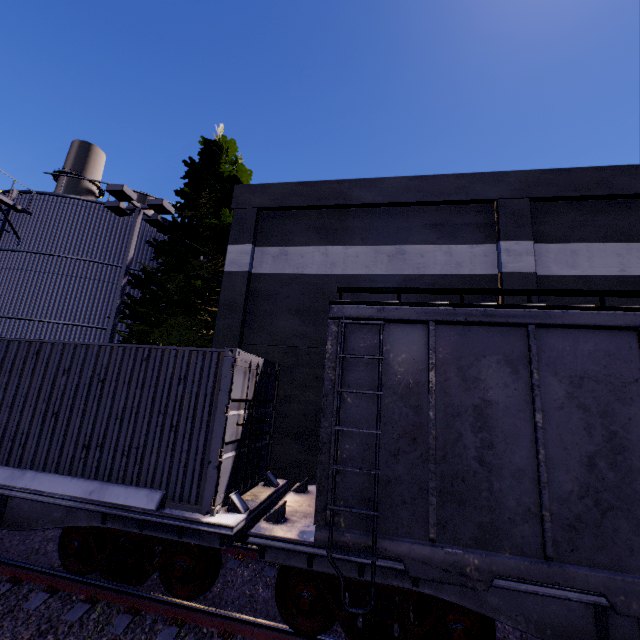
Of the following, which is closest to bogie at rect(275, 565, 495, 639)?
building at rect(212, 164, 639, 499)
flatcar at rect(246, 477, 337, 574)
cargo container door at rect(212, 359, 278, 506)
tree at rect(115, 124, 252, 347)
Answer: flatcar at rect(246, 477, 337, 574)

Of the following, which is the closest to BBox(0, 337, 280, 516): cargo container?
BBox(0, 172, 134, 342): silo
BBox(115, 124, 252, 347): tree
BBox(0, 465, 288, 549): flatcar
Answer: BBox(0, 465, 288, 549): flatcar

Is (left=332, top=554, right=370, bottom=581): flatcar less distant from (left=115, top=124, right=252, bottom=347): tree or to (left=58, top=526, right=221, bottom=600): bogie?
(left=58, top=526, right=221, bottom=600): bogie

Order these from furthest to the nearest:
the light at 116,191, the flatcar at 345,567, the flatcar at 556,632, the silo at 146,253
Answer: the silo at 146,253 → the light at 116,191 → the flatcar at 345,567 → the flatcar at 556,632

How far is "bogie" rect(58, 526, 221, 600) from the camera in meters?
5.0

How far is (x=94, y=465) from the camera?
5.6m

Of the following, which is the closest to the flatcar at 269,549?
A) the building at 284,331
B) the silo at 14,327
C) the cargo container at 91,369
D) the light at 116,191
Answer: the cargo container at 91,369

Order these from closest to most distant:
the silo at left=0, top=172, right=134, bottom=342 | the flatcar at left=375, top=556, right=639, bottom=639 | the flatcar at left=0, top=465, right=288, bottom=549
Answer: the flatcar at left=375, top=556, right=639, bottom=639 < the flatcar at left=0, top=465, right=288, bottom=549 < the silo at left=0, top=172, right=134, bottom=342
